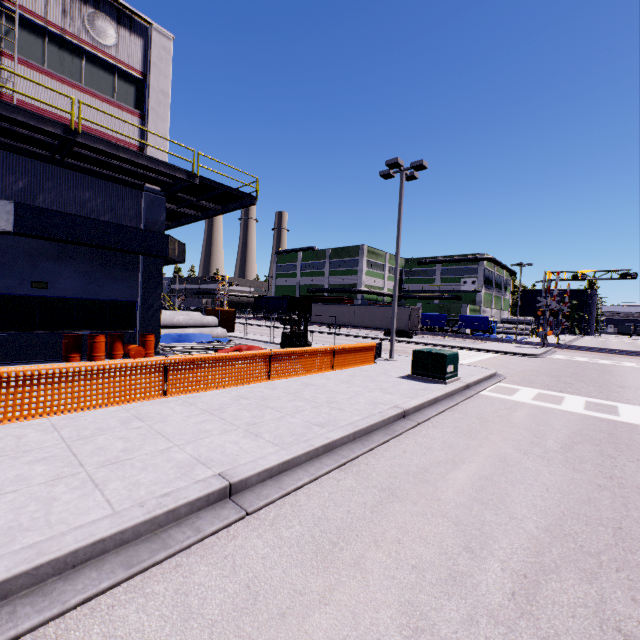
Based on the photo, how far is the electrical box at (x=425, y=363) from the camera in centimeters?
1157cm

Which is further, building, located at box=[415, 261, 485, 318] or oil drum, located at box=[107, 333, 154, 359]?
building, located at box=[415, 261, 485, 318]

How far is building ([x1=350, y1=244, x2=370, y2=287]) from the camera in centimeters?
5812cm

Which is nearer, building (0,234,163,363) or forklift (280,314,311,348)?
building (0,234,163,363)

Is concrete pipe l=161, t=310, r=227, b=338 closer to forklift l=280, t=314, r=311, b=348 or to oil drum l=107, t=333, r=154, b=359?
oil drum l=107, t=333, r=154, b=359

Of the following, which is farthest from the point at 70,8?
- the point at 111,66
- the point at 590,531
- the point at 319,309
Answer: the point at 319,309

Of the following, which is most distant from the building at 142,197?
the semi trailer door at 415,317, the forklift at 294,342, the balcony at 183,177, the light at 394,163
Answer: the forklift at 294,342

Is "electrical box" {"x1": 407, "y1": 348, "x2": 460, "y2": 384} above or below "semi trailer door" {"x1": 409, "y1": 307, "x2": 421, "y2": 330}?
below
